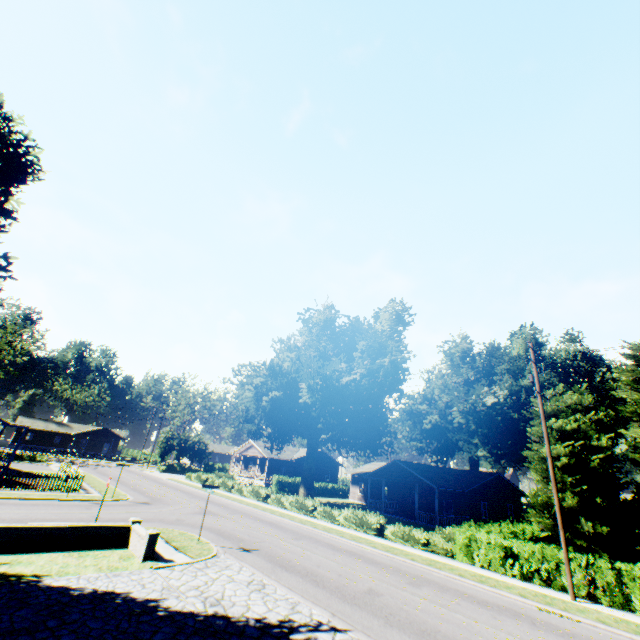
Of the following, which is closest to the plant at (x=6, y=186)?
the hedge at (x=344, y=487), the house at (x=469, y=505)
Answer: the house at (x=469, y=505)

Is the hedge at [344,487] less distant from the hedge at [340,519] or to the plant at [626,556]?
the plant at [626,556]

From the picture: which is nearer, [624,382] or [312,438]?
[312,438]

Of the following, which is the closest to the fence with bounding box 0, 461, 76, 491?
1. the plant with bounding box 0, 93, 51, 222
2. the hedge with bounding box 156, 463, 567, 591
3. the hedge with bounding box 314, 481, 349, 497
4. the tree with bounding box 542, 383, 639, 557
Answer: the plant with bounding box 0, 93, 51, 222

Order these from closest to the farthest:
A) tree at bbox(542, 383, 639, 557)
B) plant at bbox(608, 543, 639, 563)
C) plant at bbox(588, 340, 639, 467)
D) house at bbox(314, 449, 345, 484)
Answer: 1. tree at bbox(542, 383, 639, 557)
2. plant at bbox(608, 543, 639, 563)
3. plant at bbox(588, 340, 639, 467)
4. house at bbox(314, 449, 345, 484)

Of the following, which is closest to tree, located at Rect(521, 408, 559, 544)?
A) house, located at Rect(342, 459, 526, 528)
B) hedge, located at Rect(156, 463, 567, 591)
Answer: hedge, located at Rect(156, 463, 567, 591)

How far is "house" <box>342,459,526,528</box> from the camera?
33.3m

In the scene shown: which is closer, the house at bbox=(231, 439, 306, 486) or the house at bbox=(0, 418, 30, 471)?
the house at bbox=(0, 418, 30, 471)
